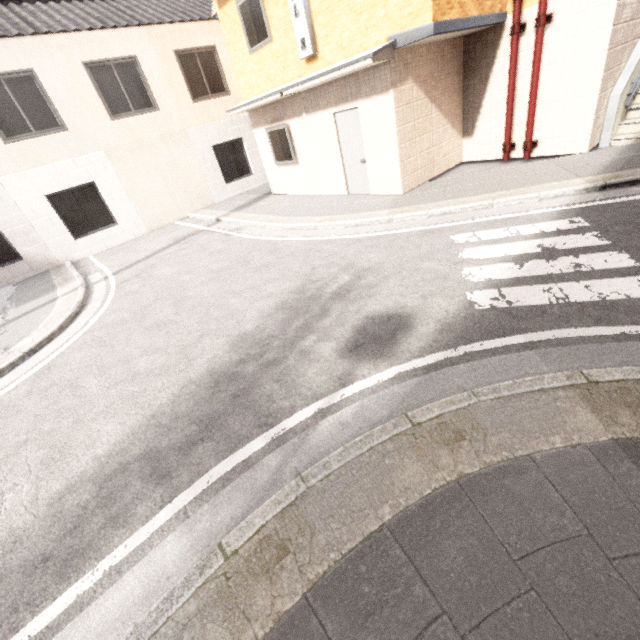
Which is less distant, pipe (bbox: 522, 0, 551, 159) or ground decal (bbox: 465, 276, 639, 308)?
ground decal (bbox: 465, 276, 639, 308)

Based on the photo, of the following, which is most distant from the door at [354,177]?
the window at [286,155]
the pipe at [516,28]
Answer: the pipe at [516,28]

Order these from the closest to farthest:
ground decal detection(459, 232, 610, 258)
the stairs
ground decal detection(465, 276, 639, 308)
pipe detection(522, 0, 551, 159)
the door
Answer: ground decal detection(465, 276, 639, 308)
ground decal detection(459, 232, 610, 258)
pipe detection(522, 0, 551, 159)
the stairs
the door

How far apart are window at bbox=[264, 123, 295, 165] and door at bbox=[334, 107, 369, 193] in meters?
1.8 m

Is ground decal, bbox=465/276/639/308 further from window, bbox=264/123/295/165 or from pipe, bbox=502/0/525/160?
window, bbox=264/123/295/165

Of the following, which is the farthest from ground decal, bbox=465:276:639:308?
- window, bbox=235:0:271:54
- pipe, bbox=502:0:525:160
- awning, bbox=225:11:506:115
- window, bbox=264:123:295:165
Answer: window, bbox=235:0:271:54

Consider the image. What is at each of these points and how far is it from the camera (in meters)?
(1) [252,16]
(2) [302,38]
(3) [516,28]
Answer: (1) window, 8.63
(2) sign, 7.69
(3) pipe, 7.06

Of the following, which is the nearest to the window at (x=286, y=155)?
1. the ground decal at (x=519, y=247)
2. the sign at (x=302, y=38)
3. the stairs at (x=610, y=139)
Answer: the sign at (x=302, y=38)
